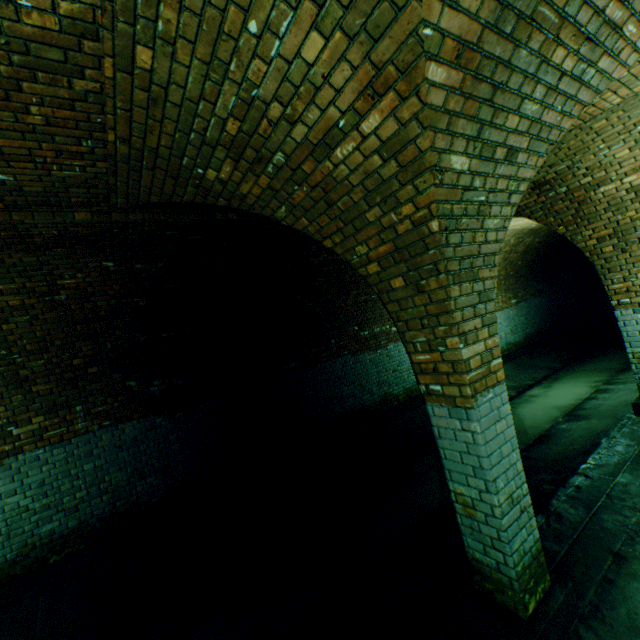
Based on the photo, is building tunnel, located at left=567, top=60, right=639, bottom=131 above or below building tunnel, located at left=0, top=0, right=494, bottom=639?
above

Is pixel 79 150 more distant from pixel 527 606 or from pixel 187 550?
pixel 187 550

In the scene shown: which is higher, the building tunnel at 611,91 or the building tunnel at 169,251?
the building tunnel at 611,91

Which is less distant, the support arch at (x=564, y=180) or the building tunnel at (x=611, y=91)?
the support arch at (x=564, y=180)

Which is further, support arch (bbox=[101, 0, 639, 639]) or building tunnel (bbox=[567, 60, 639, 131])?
building tunnel (bbox=[567, 60, 639, 131])

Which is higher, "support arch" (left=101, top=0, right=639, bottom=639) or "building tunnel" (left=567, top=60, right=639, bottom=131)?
"building tunnel" (left=567, top=60, right=639, bottom=131)
